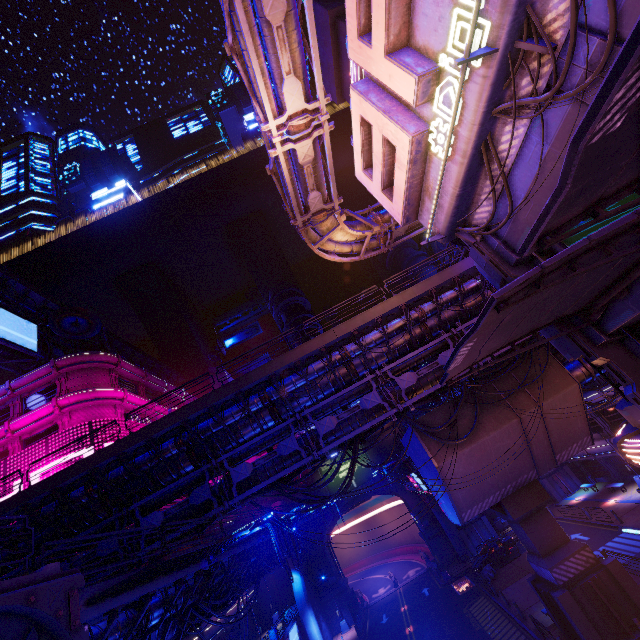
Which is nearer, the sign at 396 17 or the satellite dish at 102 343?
the sign at 396 17

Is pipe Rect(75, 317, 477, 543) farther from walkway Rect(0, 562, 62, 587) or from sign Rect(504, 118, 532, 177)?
sign Rect(504, 118, 532, 177)

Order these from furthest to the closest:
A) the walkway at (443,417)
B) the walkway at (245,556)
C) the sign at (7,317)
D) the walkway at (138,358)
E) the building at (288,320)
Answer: the building at (288,320)
the walkway at (138,358)
the sign at (7,317)
the walkway at (443,417)
the walkway at (245,556)

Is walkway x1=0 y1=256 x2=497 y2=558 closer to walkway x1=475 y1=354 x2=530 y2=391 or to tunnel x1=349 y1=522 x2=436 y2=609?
walkway x1=475 y1=354 x2=530 y2=391

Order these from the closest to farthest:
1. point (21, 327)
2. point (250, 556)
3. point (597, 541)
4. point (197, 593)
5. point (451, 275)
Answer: point (197, 593), point (451, 275), point (250, 556), point (597, 541), point (21, 327)

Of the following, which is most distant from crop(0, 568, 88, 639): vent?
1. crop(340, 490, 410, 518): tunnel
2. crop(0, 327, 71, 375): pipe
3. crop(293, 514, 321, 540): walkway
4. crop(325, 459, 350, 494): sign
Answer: crop(340, 490, 410, 518): tunnel

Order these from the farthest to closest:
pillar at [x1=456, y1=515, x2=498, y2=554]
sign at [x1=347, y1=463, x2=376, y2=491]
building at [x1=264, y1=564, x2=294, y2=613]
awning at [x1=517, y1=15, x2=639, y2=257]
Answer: sign at [x1=347, y1=463, x2=376, y2=491], building at [x1=264, y1=564, x2=294, y2=613], pillar at [x1=456, y1=515, x2=498, y2=554], awning at [x1=517, y1=15, x2=639, y2=257]

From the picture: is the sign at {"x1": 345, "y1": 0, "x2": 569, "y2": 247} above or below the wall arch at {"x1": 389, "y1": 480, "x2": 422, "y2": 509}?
above
